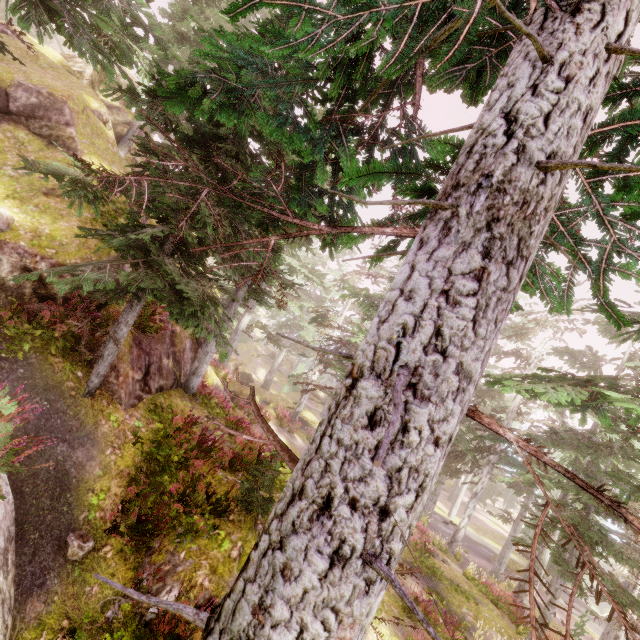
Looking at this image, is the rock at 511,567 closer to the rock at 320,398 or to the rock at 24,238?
the rock at 320,398

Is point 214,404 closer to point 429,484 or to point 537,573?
point 429,484

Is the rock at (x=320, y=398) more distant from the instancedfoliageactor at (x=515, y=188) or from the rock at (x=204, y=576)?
the rock at (x=204, y=576)

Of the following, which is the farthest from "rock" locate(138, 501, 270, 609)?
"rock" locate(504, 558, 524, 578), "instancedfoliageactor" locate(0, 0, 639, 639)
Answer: "rock" locate(504, 558, 524, 578)

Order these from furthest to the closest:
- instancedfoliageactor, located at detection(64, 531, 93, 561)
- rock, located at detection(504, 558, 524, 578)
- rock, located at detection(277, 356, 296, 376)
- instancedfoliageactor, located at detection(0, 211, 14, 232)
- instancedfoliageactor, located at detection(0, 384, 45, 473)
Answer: rock, located at detection(277, 356, 296, 376) < rock, located at detection(504, 558, 524, 578) < instancedfoliageactor, located at detection(0, 211, 14, 232) < instancedfoliageactor, located at detection(64, 531, 93, 561) < instancedfoliageactor, located at detection(0, 384, 45, 473)

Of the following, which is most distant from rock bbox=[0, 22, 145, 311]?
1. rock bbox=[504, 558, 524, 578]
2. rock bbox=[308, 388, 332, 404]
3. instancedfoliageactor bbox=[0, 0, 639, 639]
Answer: rock bbox=[504, 558, 524, 578]

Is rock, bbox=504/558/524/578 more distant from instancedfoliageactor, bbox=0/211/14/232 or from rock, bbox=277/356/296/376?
rock, bbox=277/356/296/376

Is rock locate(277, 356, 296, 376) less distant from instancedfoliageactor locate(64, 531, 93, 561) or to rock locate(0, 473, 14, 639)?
instancedfoliageactor locate(64, 531, 93, 561)
